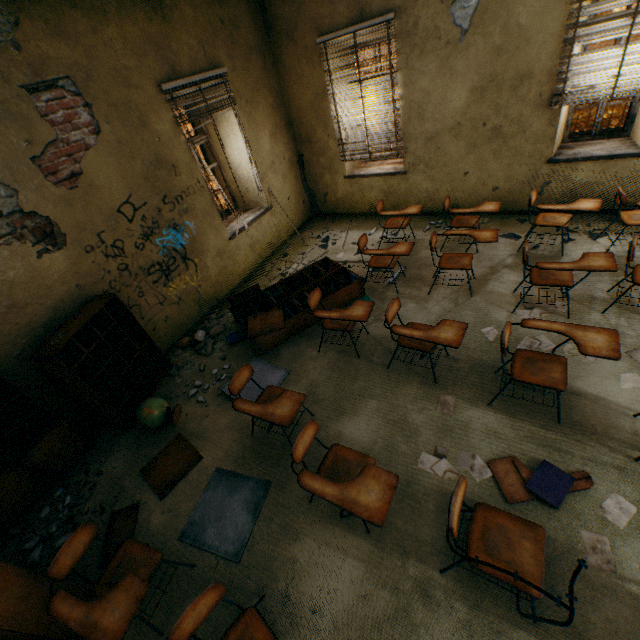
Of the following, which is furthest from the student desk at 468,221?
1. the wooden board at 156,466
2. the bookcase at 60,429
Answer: the bookcase at 60,429

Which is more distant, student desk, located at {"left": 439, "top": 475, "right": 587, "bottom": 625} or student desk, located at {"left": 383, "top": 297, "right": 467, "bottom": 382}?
student desk, located at {"left": 383, "top": 297, "right": 467, "bottom": 382}

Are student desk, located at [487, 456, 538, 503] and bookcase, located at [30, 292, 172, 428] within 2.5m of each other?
no

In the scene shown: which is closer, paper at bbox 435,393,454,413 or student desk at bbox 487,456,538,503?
student desk at bbox 487,456,538,503

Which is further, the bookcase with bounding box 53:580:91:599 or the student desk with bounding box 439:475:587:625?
the bookcase with bounding box 53:580:91:599

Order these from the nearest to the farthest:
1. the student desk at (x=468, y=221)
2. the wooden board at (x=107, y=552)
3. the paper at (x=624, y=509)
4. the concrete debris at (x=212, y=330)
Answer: the paper at (x=624, y=509) < the wooden board at (x=107, y=552) < the student desk at (x=468, y=221) < the concrete debris at (x=212, y=330)

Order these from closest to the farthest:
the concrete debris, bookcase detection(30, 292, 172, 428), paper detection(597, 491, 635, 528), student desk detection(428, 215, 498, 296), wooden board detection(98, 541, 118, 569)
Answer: paper detection(597, 491, 635, 528)
wooden board detection(98, 541, 118, 569)
bookcase detection(30, 292, 172, 428)
student desk detection(428, 215, 498, 296)
the concrete debris

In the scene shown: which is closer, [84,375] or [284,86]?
[84,375]
